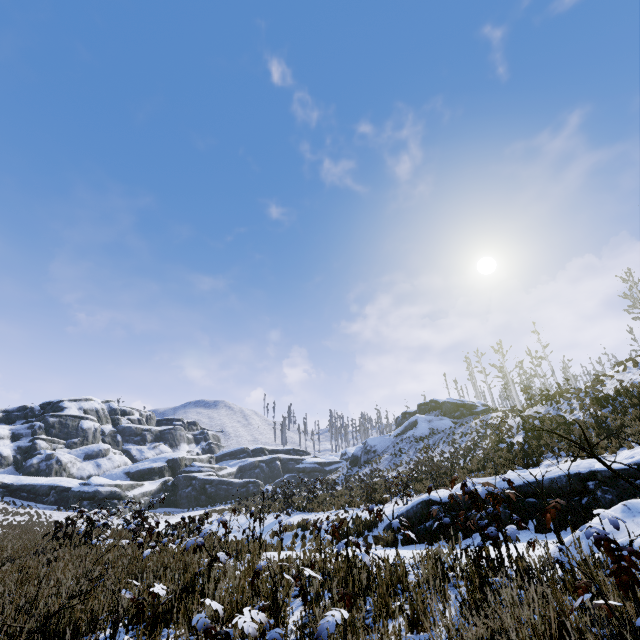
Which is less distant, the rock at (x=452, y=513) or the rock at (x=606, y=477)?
the rock at (x=606, y=477)

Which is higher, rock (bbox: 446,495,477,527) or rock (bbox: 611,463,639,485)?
rock (bbox: 611,463,639,485)

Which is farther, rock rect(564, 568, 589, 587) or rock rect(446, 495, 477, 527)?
rock rect(446, 495, 477, 527)

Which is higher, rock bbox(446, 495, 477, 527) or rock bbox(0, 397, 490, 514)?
rock bbox(0, 397, 490, 514)

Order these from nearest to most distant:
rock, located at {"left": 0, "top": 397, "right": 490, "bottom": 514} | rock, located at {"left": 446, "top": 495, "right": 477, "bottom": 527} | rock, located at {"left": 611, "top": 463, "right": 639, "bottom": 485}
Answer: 1. rock, located at {"left": 611, "top": 463, "right": 639, "bottom": 485}
2. rock, located at {"left": 446, "top": 495, "right": 477, "bottom": 527}
3. rock, located at {"left": 0, "top": 397, "right": 490, "bottom": 514}

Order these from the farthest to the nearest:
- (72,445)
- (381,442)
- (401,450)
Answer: (72,445) → (381,442) → (401,450)

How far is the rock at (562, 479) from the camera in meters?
8.0

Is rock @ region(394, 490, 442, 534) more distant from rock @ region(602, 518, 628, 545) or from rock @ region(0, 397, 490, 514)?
rock @ region(0, 397, 490, 514)
